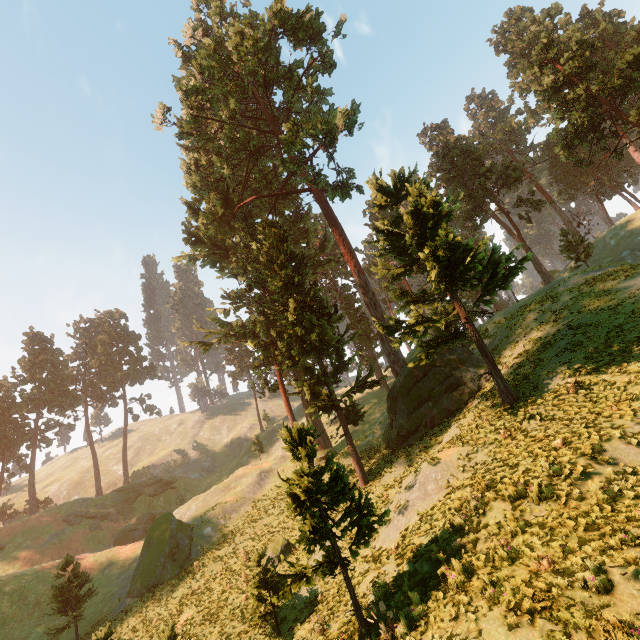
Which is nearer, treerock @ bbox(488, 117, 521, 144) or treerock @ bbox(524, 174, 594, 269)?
treerock @ bbox(524, 174, 594, 269)

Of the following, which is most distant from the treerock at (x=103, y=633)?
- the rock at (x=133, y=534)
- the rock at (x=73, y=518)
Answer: the rock at (x=133, y=534)

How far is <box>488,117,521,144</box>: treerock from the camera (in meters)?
58.00

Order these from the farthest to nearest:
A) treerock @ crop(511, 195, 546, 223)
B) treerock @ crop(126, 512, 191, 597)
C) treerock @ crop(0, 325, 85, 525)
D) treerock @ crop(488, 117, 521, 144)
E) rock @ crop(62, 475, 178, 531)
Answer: treerock @ crop(488, 117, 521, 144)
treerock @ crop(0, 325, 85, 525)
rock @ crop(62, 475, 178, 531)
treerock @ crop(511, 195, 546, 223)
treerock @ crop(126, 512, 191, 597)

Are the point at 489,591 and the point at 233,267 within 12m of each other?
no

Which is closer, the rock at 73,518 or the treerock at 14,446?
the rock at 73,518
